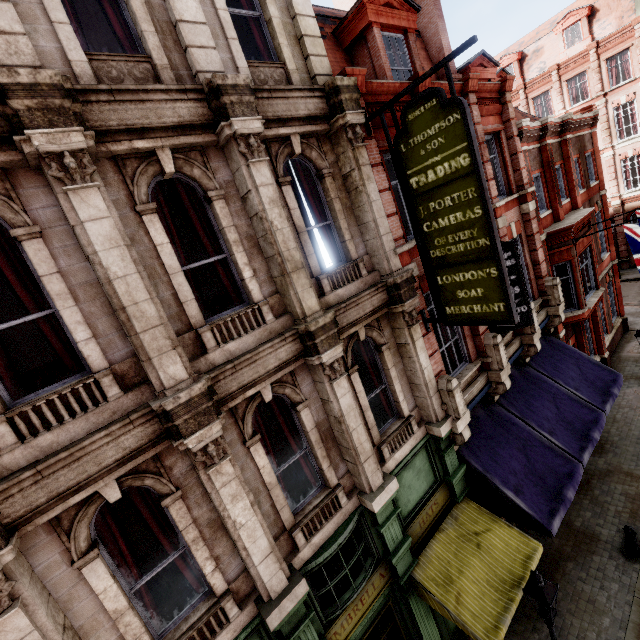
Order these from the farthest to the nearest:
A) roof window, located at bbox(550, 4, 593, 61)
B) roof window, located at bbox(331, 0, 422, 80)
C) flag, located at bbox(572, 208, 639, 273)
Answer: roof window, located at bbox(550, 4, 593, 61) → flag, located at bbox(572, 208, 639, 273) → roof window, located at bbox(331, 0, 422, 80)

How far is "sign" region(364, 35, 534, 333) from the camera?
5.5m

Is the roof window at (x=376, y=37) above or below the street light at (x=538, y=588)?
above

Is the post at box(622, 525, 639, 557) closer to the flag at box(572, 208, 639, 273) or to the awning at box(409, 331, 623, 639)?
the awning at box(409, 331, 623, 639)

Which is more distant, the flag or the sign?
the flag

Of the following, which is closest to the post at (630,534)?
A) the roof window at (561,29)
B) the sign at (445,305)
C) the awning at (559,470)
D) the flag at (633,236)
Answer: the awning at (559,470)

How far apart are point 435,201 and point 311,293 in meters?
3.1

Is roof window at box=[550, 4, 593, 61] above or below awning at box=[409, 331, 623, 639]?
above
